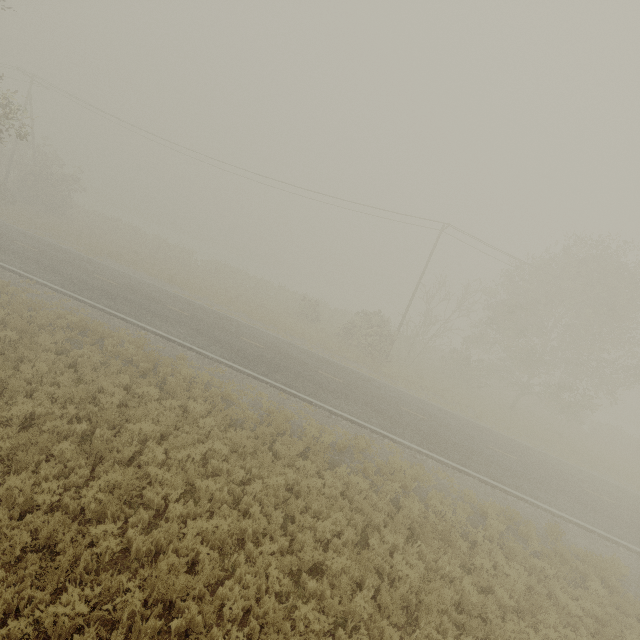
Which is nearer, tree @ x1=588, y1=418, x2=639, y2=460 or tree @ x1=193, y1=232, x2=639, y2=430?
tree @ x1=193, y1=232, x2=639, y2=430

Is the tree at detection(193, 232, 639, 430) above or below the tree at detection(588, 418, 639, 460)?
above

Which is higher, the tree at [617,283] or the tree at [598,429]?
the tree at [617,283]

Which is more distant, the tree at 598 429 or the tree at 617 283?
the tree at 598 429

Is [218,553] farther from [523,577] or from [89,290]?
[89,290]
